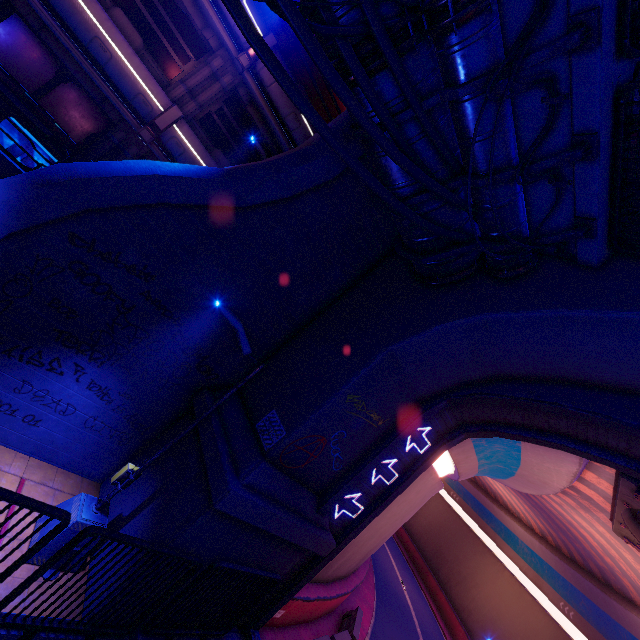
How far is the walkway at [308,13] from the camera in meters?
4.8 m

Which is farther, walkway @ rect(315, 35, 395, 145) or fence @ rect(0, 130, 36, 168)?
fence @ rect(0, 130, 36, 168)

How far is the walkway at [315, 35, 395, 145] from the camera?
5.2m

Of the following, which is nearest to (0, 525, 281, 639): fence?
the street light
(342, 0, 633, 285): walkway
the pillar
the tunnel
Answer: the tunnel

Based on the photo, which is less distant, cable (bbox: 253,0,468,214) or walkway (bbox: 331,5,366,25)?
cable (bbox: 253,0,468,214)

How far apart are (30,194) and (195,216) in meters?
2.8

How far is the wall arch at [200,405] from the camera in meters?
8.6

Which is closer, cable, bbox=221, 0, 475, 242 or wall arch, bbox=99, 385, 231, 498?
cable, bbox=221, 0, 475, 242
